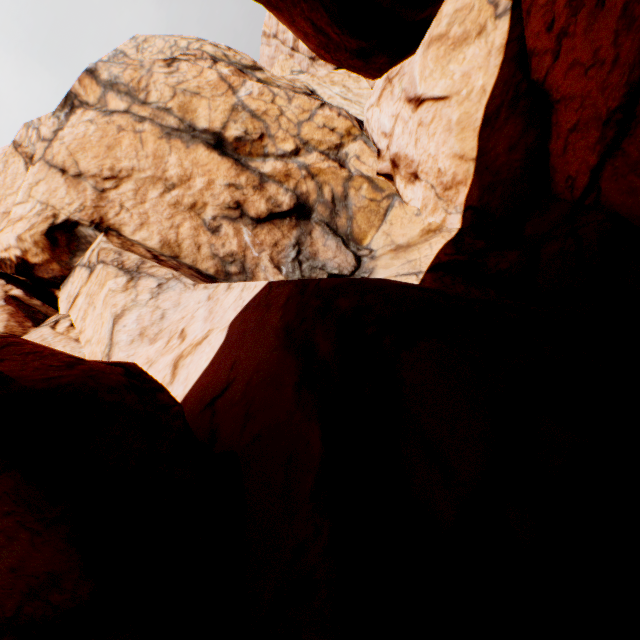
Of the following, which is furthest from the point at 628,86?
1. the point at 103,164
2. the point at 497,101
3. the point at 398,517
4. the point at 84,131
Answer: the point at 84,131
